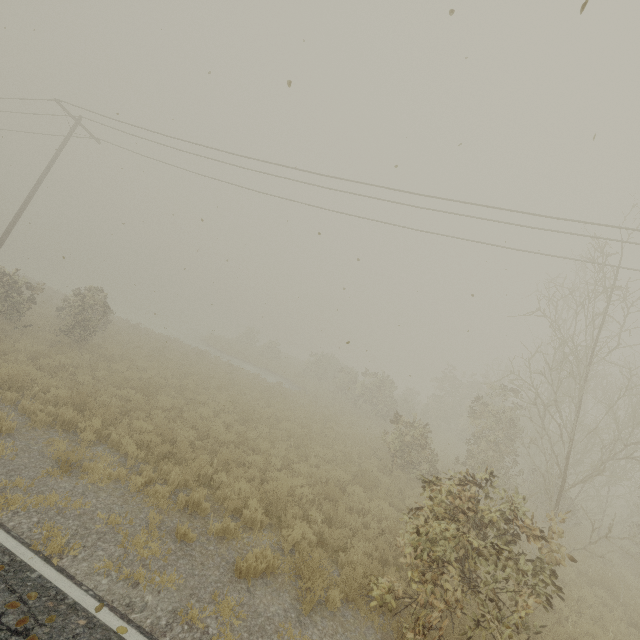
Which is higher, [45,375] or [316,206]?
[316,206]
